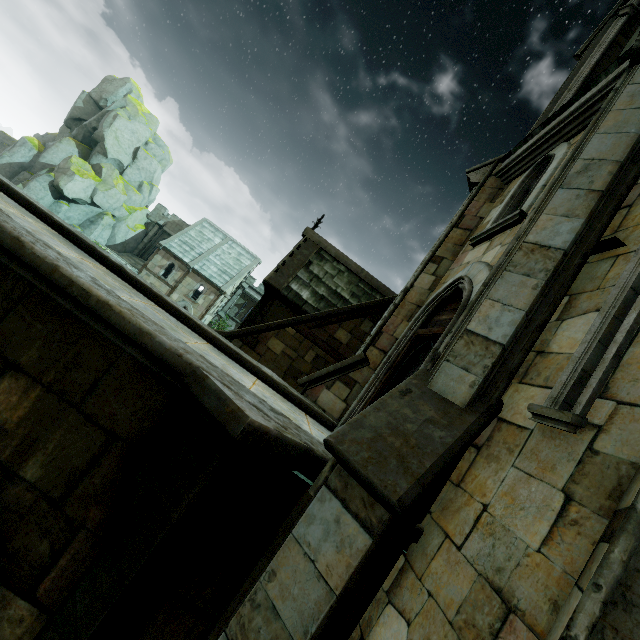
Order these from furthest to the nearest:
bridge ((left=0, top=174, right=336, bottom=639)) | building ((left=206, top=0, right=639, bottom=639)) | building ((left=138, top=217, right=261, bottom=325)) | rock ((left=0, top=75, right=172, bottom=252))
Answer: building ((left=138, top=217, right=261, bottom=325))
rock ((left=0, top=75, right=172, bottom=252))
bridge ((left=0, top=174, right=336, bottom=639))
building ((left=206, top=0, right=639, bottom=639))

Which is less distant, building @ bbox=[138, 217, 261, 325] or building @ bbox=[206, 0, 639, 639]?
building @ bbox=[206, 0, 639, 639]

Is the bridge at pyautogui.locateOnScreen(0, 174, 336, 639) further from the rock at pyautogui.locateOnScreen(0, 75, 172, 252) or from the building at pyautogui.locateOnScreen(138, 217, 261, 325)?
the rock at pyautogui.locateOnScreen(0, 75, 172, 252)

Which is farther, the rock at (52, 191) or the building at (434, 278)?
the rock at (52, 191)

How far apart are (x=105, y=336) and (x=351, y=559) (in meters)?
3.25

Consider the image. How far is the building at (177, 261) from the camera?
34.7m
